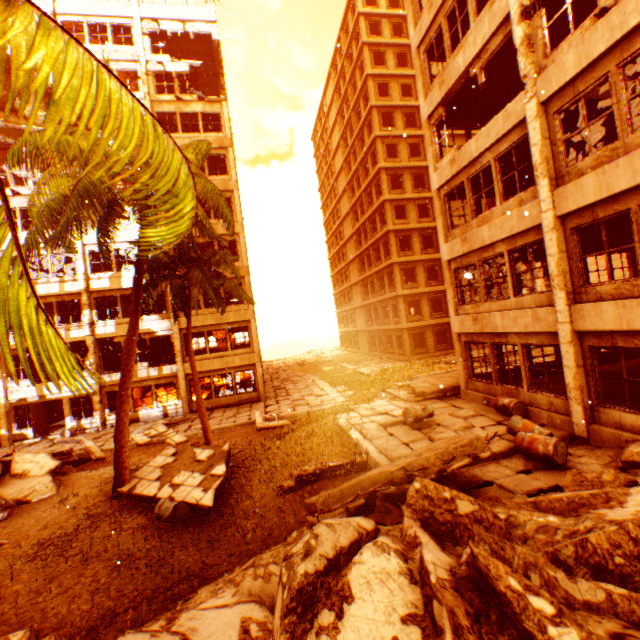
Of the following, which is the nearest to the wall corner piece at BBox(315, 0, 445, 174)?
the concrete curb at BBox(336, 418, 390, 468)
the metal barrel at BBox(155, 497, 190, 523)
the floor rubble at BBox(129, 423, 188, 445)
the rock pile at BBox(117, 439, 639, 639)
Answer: the floor rubble at BBox(129, 423, 188, 445)

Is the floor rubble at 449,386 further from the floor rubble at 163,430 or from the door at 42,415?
the door at 42,415

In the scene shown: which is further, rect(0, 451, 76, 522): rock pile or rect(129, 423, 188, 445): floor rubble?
rect(129, 423, 188, 445): floor rubble

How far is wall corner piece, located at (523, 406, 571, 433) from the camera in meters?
8.8 m

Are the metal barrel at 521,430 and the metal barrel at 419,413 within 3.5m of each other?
yes

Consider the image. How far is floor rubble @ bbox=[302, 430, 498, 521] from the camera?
5.8 meters

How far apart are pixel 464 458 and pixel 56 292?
23.9 meters

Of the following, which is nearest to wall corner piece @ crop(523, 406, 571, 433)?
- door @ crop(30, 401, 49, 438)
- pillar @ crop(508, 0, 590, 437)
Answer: pillar @ crop(508, 0, 590, 437)
